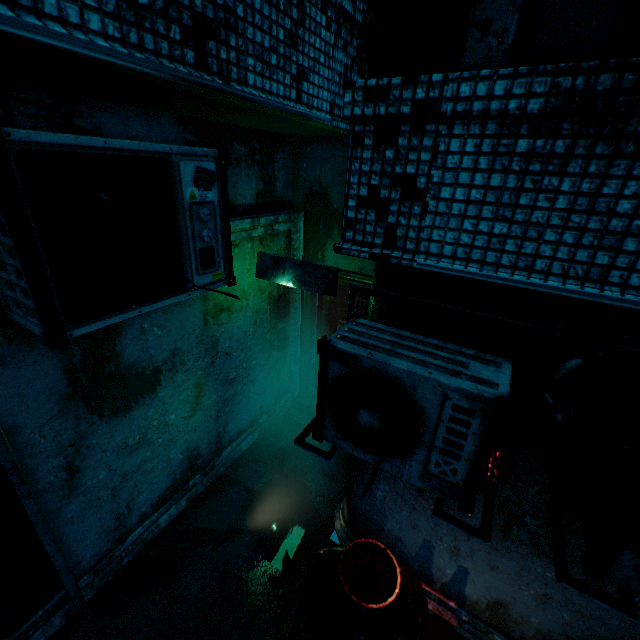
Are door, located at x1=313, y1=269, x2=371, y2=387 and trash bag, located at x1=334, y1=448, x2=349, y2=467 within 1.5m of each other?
yes

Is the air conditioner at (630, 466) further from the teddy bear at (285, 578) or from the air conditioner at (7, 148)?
the teddy bear at (285, 578)

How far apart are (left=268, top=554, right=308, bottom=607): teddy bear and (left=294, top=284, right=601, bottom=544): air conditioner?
1.6 meters

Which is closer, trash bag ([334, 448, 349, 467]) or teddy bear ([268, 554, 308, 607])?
teddy bear ([268, 554, 308, 607])

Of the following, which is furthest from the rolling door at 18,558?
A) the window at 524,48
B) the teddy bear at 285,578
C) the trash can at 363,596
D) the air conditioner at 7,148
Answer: the window at 524,48

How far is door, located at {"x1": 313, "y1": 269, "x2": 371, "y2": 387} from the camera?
4.2m

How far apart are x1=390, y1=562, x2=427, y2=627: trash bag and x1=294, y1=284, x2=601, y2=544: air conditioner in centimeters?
148cm

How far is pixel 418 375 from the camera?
1.5m
